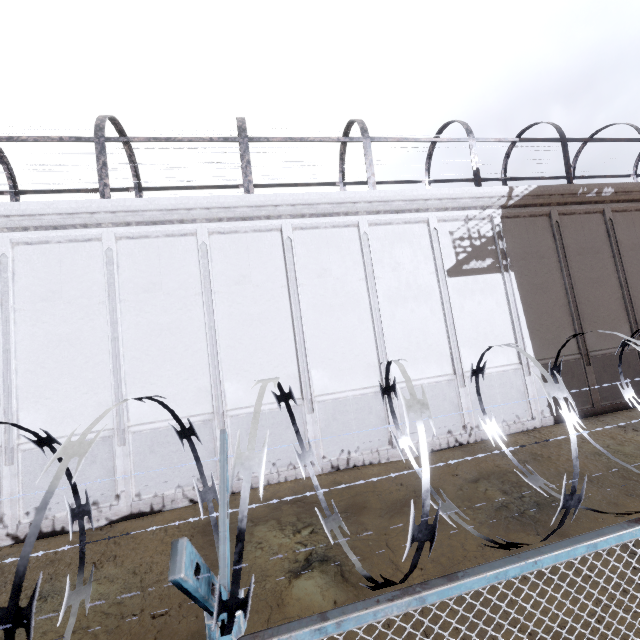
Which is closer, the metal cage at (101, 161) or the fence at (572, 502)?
the fence at (572, 502)

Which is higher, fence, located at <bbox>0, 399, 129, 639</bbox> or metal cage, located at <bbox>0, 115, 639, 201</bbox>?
metal cage, located at <bbox>0, 115, 639, 201</bbox>

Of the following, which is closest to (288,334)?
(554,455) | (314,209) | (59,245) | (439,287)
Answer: (314,209)

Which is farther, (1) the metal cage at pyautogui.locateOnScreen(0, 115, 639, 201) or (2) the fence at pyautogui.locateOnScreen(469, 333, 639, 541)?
(1) the metal cage at pyautogui.locateOnScreen(0, 115, 639, 201)
